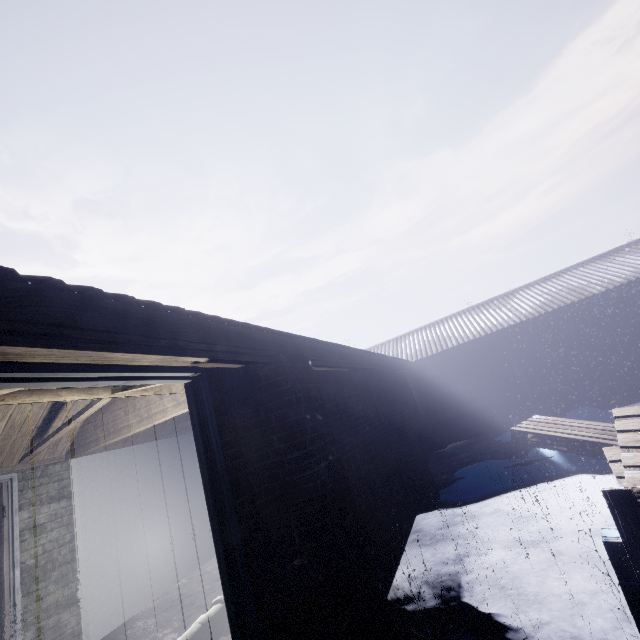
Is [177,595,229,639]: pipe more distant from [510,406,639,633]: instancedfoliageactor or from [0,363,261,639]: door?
[510,406,639,633]: instancedfoliageactor

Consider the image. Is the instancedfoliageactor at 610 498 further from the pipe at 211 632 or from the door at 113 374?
the pipe at 211 632

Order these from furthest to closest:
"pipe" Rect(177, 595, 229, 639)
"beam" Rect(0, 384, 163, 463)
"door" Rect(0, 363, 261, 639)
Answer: "beam" Rect(0, 384, 163, 463) → "pipe" Rect(177, 595, 229, 639) → "door" Rect(0, 363, 261, 639)

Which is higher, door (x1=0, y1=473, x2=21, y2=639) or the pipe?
door (x1=0, y1=473, x2=21, y2=639)

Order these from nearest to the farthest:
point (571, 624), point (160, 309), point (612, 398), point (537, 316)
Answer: point (160, 309) → point (571, 624) → point (612, 398) → point (537, 316)

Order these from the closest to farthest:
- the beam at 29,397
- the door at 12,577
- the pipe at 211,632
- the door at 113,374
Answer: the door at 113,374
the pipe at 211,632
the beam at 29,397
the door at 12,577

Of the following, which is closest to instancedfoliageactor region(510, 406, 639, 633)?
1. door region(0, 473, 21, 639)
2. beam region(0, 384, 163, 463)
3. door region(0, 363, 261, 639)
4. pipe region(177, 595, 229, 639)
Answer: door region(0, 363, 261, 639)

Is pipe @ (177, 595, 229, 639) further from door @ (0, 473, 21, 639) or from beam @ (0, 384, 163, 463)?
Result: door @ (0, 473, 21, 639)
